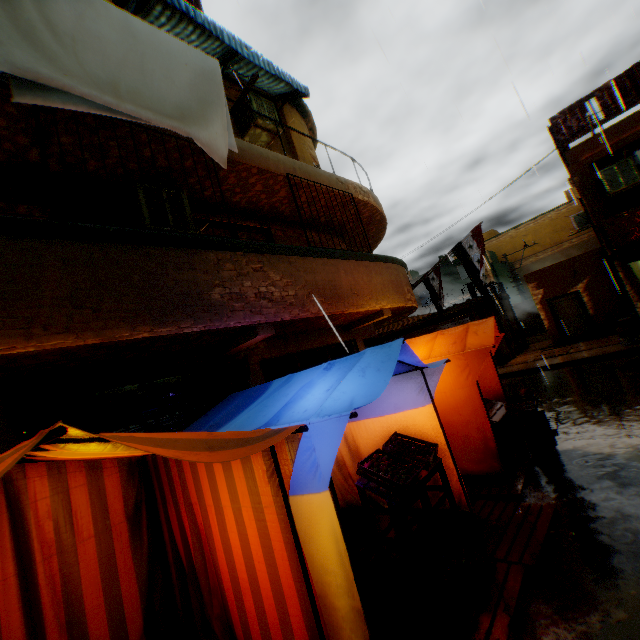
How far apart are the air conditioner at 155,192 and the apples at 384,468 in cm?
423

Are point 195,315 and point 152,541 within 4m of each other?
yes

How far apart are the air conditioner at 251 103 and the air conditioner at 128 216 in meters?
2.7 m

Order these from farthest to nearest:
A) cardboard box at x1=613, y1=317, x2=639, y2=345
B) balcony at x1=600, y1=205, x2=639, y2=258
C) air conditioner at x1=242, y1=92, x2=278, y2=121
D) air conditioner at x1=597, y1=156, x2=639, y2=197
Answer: cardboard box at x1=613, y1=317, x2=639, y2=345, air conditioner at x1=597, y1=156, x2=639, y2=197, balcony at x1=600, y1=205, x2=639, y2=258, air conditioner at x1=242, y1=92, x2=278, y2=121

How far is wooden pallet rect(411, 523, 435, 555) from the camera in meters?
4.1 m

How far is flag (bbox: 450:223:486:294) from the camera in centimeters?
941cm

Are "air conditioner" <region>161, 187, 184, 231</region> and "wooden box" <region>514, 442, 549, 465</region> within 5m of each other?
no

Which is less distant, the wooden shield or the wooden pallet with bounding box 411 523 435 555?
the wooden pallet with bounding box 411 523 435 555
